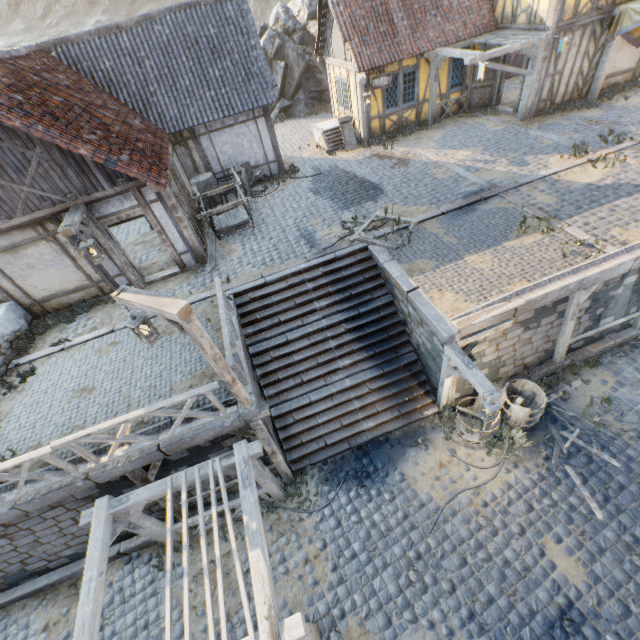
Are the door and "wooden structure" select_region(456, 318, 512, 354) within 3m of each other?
no

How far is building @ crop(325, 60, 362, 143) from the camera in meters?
14.2 m

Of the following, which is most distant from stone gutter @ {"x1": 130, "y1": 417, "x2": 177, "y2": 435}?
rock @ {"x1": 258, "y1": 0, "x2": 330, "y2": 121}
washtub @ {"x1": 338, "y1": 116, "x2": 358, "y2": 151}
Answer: washtub @ {"x1": 338, "y1": 116, "x2": 358, "y2": 151}

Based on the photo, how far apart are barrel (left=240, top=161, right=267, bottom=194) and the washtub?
4.18m

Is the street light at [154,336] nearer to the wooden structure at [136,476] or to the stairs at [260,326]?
the wooden structure at [136,476]

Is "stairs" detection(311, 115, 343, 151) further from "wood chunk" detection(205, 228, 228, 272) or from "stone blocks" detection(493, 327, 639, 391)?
"wood chunk" detection(205, 228, 228, 272)

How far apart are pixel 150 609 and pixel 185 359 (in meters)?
5.75

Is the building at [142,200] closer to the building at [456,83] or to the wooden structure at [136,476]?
the wooden structure at [136,476]
